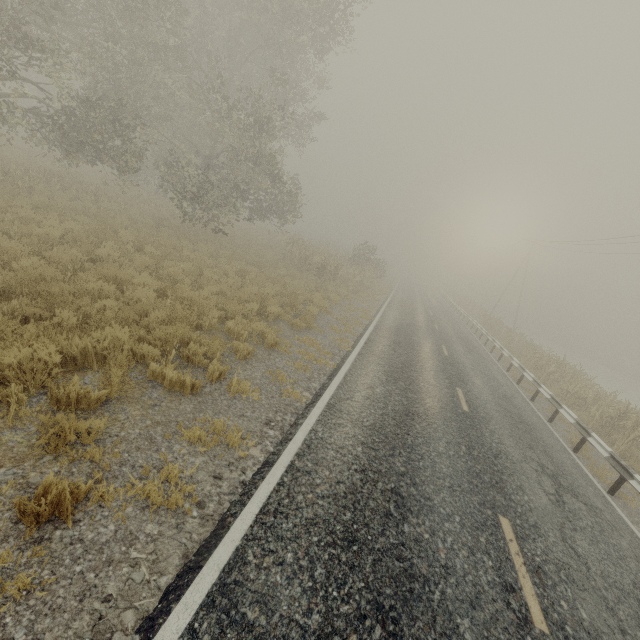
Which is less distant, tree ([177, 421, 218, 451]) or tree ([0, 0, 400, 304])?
tree ([177, 421, 218, 451])

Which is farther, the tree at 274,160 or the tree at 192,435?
the tree at 274,160

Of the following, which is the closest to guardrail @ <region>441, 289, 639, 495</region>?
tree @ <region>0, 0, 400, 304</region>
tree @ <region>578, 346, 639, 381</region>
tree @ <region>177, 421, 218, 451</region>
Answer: tree @ <region>0, 0, 400, 304</region>

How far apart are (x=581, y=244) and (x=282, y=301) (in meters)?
32.78

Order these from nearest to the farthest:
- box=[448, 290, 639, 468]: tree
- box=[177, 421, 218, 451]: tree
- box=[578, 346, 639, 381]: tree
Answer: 1. box=[177, 421, 218, 451]: tree
2. box=[448, 290, 639, 468]: tree
3. box=[578, 346, 639, 381]: tree

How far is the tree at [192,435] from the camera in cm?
462

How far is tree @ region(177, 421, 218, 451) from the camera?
4.6 meters

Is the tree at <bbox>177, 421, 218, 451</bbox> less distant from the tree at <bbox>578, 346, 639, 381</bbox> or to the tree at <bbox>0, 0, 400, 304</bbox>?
the tree at <bbox>0, 0, 400, 304</bbox>
